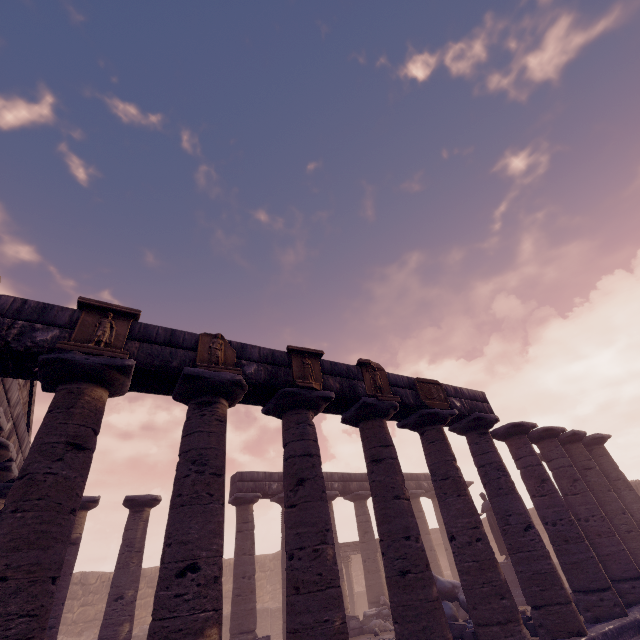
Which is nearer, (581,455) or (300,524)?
(300,524)

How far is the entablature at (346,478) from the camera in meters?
17.9

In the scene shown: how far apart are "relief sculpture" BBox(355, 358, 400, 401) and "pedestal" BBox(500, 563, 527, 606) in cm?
1146

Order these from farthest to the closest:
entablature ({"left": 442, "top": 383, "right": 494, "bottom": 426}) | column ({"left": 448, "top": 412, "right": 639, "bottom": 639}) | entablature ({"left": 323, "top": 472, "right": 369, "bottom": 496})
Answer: entablature ({"left": 323, "top": 472, "right": 369, "bottom": 496}) < entablature ({"left": 442, "top": 383, "right": 494, "bottom": 426}) < column ({"left": 448, "top": 412, "right": 639, "bottom": 639})

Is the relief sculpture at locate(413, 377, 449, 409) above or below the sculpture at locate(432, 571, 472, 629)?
above

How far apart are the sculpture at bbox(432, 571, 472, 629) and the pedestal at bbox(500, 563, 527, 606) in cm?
354

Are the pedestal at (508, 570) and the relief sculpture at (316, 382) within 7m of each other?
no

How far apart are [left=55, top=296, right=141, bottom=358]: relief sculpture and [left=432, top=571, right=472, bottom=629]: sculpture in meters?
12.6
